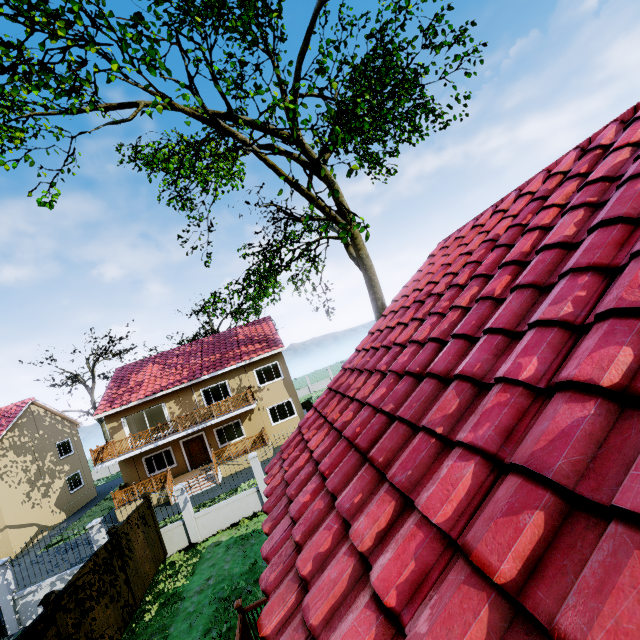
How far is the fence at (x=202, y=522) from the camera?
13.0m

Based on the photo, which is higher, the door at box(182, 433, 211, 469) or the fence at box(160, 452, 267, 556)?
the door at box(182, 433, 211, 469)

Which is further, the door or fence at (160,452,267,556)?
the door

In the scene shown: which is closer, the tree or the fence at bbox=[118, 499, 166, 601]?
the tree

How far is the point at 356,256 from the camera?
21.16m

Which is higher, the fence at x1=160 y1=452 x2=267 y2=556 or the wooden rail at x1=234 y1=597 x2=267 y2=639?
the wooden rail at x1=234 y1=597 x2=267 y2=639

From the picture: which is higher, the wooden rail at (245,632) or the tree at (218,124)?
the tree at (218,124)

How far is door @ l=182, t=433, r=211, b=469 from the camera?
22.67m
